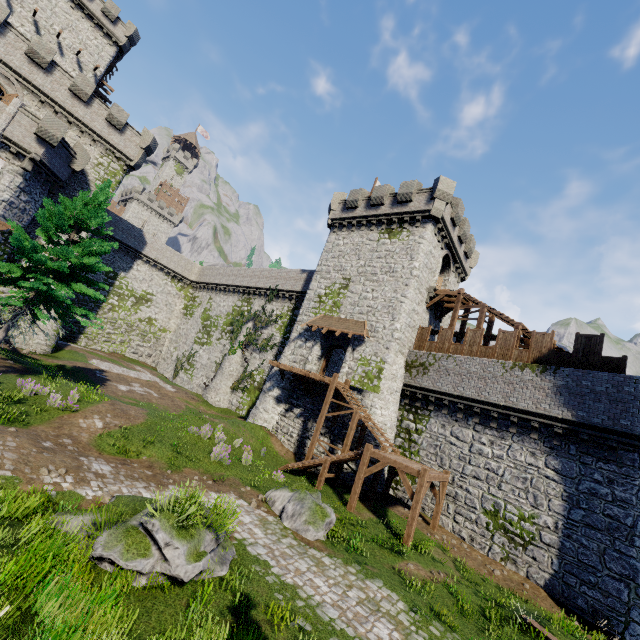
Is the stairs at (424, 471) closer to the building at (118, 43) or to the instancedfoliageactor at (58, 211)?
the instancedfoliageactor at (58, 211)

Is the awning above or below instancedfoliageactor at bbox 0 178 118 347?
above

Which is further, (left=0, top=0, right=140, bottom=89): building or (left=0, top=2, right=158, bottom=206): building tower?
(left=0, top=0, right=140, bottom=89): building

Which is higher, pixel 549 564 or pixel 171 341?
pixel 171 341

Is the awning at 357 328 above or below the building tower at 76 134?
below

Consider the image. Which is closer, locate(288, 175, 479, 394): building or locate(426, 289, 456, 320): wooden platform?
locate(288, 175, 479, 394): building

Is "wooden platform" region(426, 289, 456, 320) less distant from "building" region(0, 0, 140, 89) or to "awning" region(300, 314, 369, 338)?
"awning" region(300, 314, 369, 338)

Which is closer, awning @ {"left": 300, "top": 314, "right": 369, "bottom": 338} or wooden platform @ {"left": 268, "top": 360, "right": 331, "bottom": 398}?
wooden platform @ {"left": 268, "top": 360, "right": 331, "bottom": 398}
